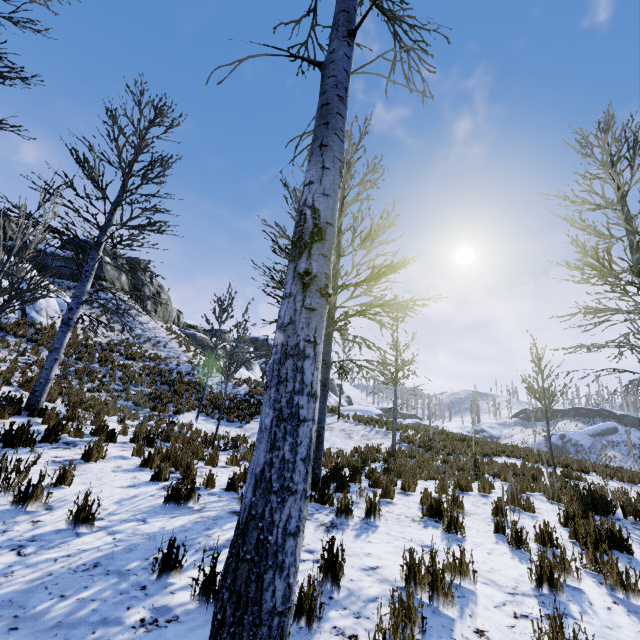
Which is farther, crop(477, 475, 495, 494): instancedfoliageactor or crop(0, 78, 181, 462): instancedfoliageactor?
crop(477, 475, 495, 494): instancedfoliageactor

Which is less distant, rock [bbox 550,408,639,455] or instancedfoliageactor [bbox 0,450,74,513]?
instancedfoliageactor [bbox 0,450,74,513]

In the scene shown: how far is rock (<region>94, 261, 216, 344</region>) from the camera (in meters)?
27.19

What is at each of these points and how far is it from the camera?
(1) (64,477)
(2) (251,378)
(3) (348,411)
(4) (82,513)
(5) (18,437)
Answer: (1) instancedfoliageactor, 4.3m
(2) rock, 22.7m
(3) rock, 57.4m
(4) instancedfoliageactor, 3.3m
(5) instancedfoliageactor, 5.5m

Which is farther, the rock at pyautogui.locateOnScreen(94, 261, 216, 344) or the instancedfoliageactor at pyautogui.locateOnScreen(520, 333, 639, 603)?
the rock at pyautogui.locateOnScreen(94, 261, 216, 344)

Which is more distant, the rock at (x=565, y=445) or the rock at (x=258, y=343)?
the rock at (x=258, y=343)

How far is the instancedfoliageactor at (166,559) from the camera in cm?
263
